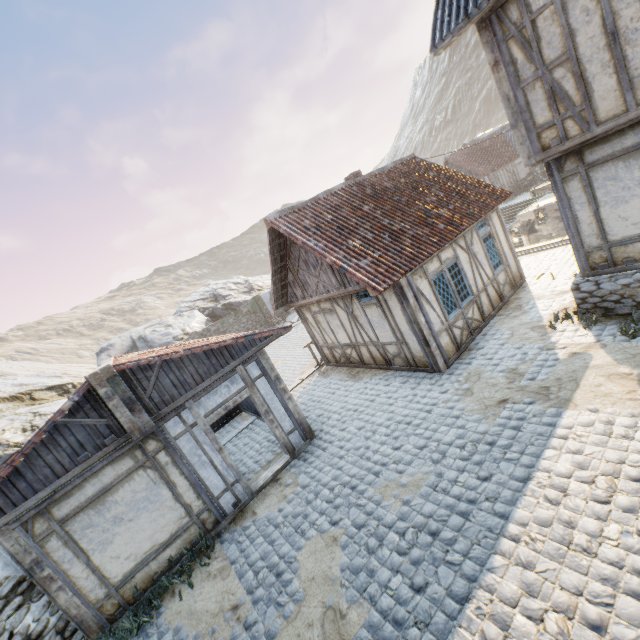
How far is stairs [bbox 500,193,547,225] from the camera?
24.3 meters

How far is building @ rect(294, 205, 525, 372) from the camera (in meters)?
8.69

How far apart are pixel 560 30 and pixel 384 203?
5.52m

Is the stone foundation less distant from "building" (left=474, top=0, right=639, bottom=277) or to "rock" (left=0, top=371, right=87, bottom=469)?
"building" (left=474, top=0, right=639, bottom=277)

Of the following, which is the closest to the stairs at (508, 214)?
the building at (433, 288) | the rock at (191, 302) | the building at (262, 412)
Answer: the building at (433, 288)

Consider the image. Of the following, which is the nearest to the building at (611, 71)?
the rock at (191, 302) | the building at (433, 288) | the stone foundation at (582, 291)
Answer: the stone foundation at (582, 291)

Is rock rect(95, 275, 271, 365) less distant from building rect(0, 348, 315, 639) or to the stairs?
building rect(0, 348, 315, 639)

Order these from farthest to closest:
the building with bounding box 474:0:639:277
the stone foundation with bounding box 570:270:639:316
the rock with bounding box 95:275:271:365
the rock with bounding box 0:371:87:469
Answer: the rock with bounding box 95:275:271:365, the rock with bounding box 0:371:87:469, the stone foundation with bounding box 570:270:639:316, the building with bounding box 474:0:639:277
